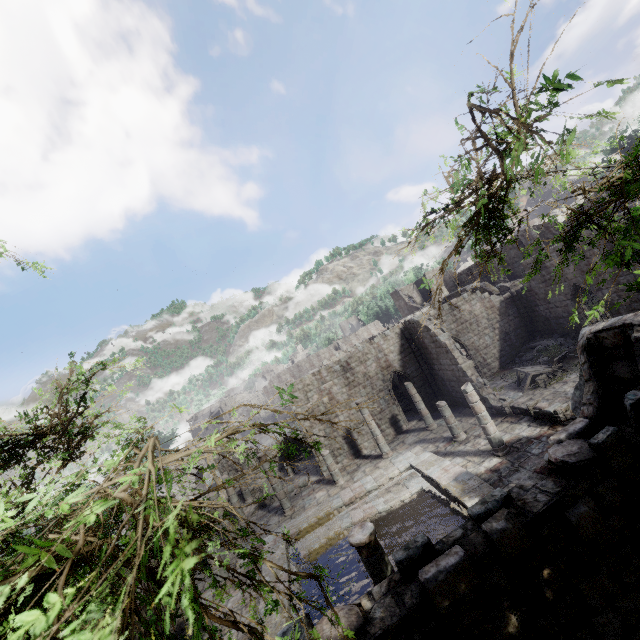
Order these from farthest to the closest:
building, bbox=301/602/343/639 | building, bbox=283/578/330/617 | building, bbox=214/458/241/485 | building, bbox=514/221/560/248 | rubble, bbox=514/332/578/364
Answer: building, bbox=514/221/560/248 → building, bbox=214/458/241/485 → rubble, bbox=514/332/578/364 → building, bbox=283/578/330/617 → building, bbox=301/602/343/639

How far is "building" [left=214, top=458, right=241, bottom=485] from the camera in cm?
2639

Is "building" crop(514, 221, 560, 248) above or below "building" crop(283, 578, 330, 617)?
above

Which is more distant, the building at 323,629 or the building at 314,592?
the building at 314,592

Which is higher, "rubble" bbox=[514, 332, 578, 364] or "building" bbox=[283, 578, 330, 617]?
"rubble" bbox=[514, 332, 578, 364]

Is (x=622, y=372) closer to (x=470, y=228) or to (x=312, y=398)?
(x=470, y=228)

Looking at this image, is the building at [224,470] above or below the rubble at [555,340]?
above

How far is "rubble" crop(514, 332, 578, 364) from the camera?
22.03m
